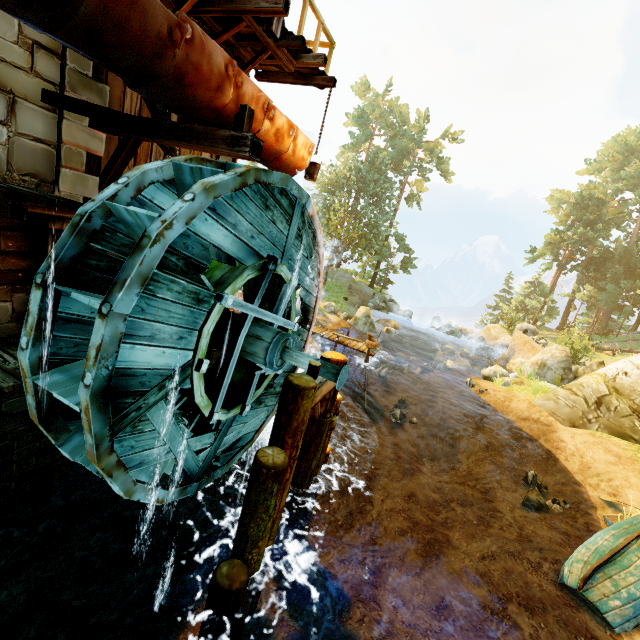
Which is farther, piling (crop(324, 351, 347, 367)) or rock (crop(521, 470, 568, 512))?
rock (crop(521, 470, 568, 512))

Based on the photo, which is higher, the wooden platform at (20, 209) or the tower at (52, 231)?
the wooden platform at (20, 209)

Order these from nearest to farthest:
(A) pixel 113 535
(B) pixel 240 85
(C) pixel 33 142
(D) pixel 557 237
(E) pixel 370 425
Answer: (B) pixel 240 85
(C) pixel 33 142
(A) pixel 113 535
(E) pixel 370 425
(D) pixel 557 237

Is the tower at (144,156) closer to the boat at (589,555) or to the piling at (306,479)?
the piling at (306,479)

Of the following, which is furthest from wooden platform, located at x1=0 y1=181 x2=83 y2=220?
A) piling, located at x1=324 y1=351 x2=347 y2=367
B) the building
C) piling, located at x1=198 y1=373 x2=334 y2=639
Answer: piling, located at x1=324 y1=351 x2=347 y2=367

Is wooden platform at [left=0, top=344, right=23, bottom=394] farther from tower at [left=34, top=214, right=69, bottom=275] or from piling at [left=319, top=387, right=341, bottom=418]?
piling at [left=319, top=387, right=341, bottom=418]

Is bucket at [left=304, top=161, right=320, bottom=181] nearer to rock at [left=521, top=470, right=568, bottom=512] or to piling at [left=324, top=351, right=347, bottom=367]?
piling at [left=324, top=351, right=347, bottom=367]

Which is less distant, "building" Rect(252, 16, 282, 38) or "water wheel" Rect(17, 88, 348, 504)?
"water wheel" Rect(17, 88, 348, 504)
